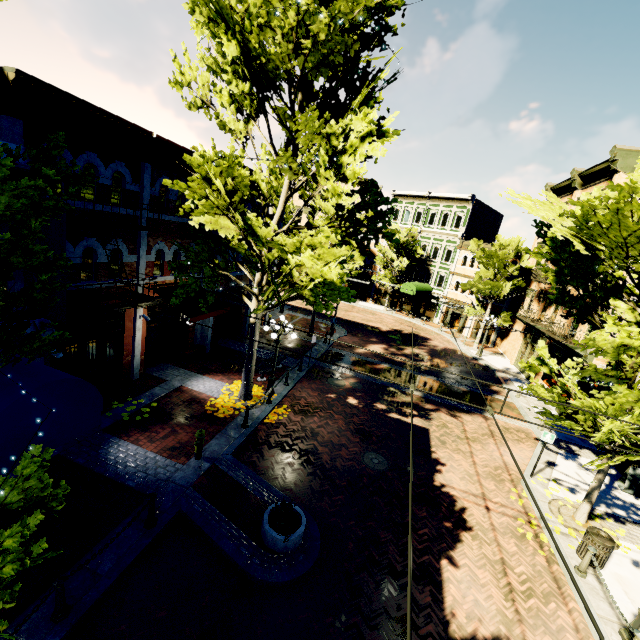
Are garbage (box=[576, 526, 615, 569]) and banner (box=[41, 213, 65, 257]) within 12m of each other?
no

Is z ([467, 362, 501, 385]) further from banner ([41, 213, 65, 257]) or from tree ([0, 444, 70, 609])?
banner ([41, 213, 65, 257])

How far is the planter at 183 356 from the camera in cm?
1546

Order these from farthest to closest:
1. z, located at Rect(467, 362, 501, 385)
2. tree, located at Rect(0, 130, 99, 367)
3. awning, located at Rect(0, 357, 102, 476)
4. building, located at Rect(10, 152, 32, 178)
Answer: z, located at Rect(467, 362, 501, 385)
building, located at Rect(10, 152, 32, 178)
awning, located at Rect(0, 357, 102, 476)
tree, located at Rect(0, 130, 99, 367)

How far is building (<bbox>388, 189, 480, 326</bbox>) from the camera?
34.81m

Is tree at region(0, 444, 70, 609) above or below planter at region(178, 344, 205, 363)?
above

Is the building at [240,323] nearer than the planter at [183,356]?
No

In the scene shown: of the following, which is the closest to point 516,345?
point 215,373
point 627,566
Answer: point 627,566
